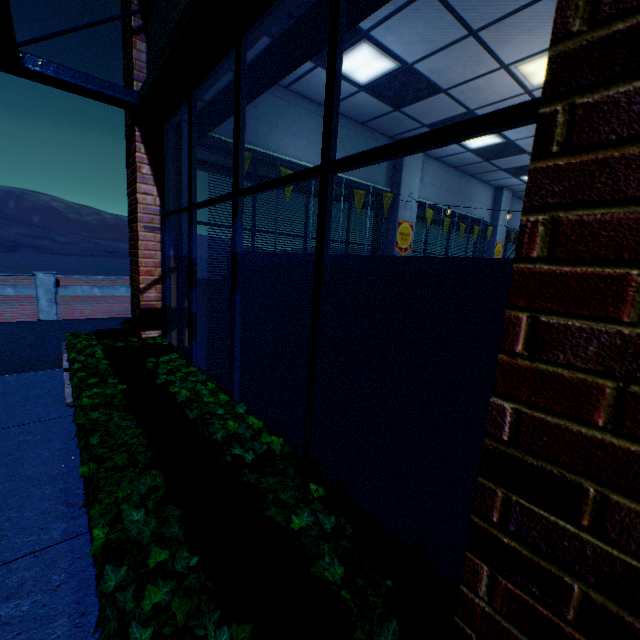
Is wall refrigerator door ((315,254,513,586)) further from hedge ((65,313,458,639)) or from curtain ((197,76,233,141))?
curtain ((197,76,233,141))

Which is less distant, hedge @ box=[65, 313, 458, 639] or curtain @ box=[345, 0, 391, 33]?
hedge @ box=[65, 313, 458, 639]

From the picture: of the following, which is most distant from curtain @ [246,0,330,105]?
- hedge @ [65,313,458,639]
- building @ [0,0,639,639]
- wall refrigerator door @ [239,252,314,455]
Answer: hedge @ [65,313,458,639]

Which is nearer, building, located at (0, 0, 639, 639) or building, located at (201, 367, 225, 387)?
building, located at (0, 0, 639, 639)

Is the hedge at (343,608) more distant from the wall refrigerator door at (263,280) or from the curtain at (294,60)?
the curtain at (294,60)

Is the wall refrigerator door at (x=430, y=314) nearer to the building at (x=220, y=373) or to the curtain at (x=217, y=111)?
the building at (x=220, y=373)

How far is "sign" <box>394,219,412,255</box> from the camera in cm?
725

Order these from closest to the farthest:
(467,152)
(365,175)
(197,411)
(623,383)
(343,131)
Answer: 1. (623,383)
2. (197,411)
3. (343,131)
4. (365,175)
5. (467,152)
